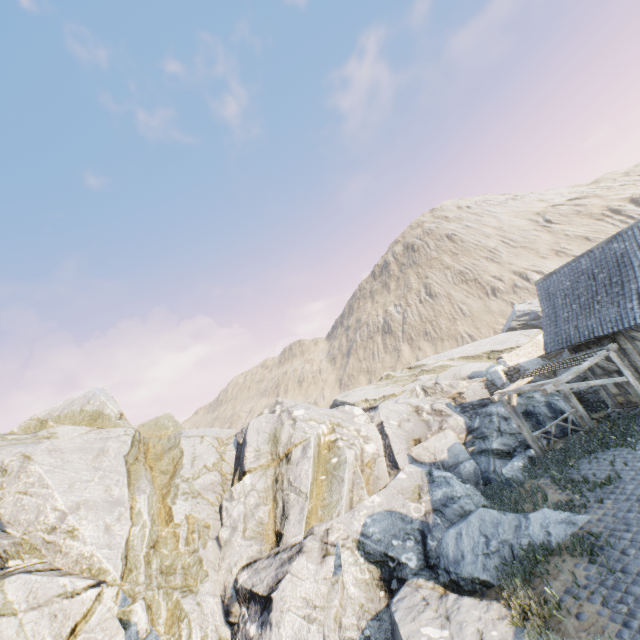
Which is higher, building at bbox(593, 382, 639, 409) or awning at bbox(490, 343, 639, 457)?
awning at bbox(490, 343, 639, 457)

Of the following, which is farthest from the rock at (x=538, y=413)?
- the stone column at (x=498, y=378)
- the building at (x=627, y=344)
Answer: the building at (x=627, y=344)

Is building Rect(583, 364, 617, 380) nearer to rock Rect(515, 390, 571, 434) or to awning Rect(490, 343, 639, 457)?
awning Rect(490, 343, 639, 457)

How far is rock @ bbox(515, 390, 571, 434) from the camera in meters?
14.8 m

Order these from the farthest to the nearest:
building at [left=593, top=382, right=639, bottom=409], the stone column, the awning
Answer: the stone column → building at [left=593, top=382, right=639, bottom=409] → the awning

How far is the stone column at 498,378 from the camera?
19.1 meters

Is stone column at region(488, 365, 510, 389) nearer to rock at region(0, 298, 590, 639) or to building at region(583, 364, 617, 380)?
rock at region(0, 298, 590, 639)

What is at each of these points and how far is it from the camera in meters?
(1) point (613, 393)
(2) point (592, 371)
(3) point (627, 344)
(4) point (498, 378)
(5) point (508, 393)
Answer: (1) building, 12.9
(2) building, 13.2
(3) building, 11.9
(4) stone column, 19.3
(5) awning, 12.9
